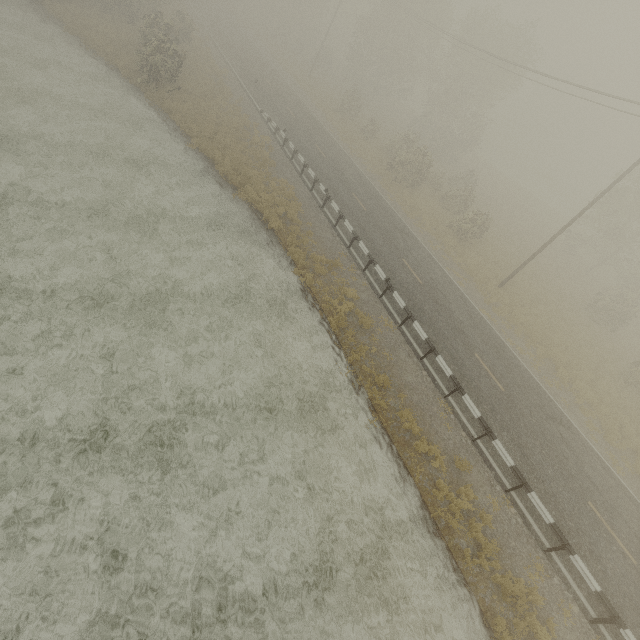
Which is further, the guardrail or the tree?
the tree

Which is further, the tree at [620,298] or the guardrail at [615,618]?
the tree at [620,298]

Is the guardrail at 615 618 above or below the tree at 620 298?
below

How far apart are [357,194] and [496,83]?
27.7 meters

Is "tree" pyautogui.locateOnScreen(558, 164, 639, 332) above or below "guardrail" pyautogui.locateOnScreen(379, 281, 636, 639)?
above
